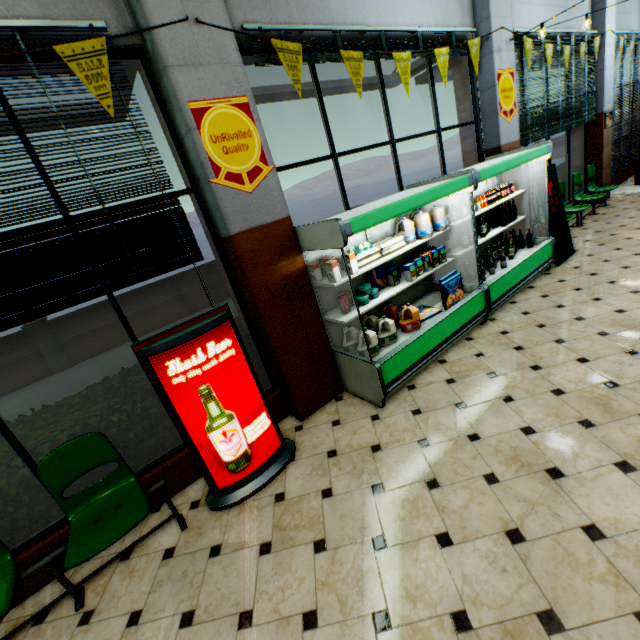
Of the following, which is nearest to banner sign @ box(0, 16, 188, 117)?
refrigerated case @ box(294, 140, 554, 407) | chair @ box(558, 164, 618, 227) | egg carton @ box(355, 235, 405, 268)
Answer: refrigerated case @ box(294, 140, 554, 407)

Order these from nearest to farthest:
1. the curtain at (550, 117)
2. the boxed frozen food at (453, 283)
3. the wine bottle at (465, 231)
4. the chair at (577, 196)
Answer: the boxed frozen food at (453, 283), the wine bottle at (465, 231), the curtain at (550, 117), the chair at (577, 196)

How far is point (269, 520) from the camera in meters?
2.7 m

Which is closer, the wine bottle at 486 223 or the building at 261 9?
the building at 261 9

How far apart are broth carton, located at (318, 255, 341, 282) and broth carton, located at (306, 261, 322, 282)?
0.2m

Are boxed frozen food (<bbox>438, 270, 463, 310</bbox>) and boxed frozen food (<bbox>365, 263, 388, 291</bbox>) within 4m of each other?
yes

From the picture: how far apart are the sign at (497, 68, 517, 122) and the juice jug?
3.86m

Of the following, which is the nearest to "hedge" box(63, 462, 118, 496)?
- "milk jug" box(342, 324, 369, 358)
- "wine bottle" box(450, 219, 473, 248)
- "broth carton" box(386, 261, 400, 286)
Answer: "milk jug" box(342, 324, 369, 358)
